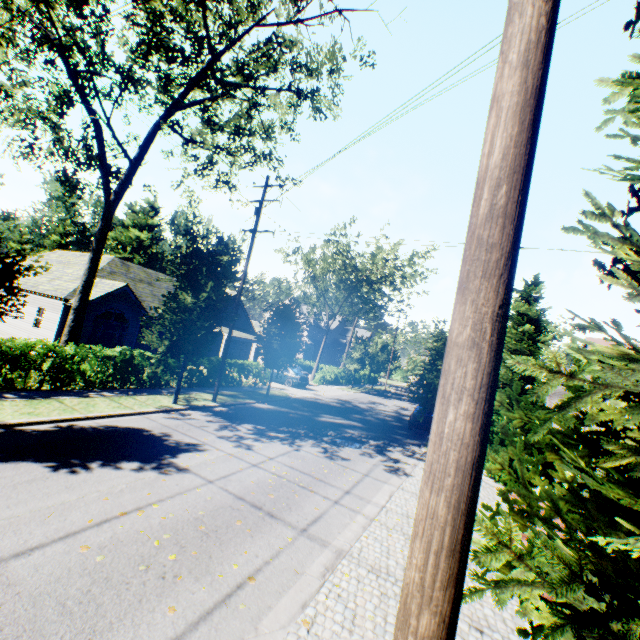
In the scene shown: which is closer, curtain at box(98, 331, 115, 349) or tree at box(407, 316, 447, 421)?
tree at box(407, 316, 447, 421)

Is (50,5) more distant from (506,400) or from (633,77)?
(506,400)

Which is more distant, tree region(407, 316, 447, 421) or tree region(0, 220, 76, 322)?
tree region(407, 316, 447, 421)

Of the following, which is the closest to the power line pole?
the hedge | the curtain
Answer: the hedge

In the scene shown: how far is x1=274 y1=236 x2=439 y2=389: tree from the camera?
33.0m

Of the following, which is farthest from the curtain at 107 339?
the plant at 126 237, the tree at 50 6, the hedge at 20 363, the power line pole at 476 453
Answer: the plant at 126 237

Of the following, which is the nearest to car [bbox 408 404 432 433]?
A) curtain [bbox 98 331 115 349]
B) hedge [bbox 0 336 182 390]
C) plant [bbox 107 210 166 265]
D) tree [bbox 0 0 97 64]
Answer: tree [bbox 0 0 97 64]

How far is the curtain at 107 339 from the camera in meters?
22.4
